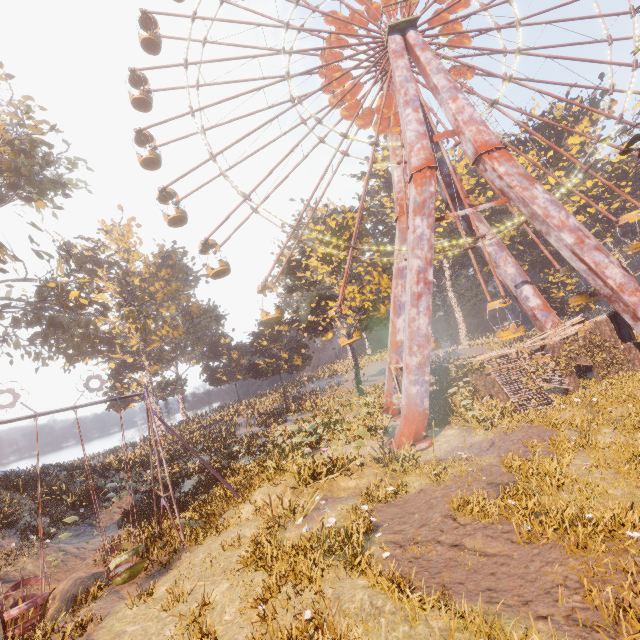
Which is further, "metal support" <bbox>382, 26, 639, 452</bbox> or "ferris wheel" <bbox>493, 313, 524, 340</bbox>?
"ferris wheel" <bbox>493, 313, 524, 340</bbox>

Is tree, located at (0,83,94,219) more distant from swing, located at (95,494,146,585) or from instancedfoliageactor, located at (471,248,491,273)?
instancedfoliageactor, located at (471,248,491,273)

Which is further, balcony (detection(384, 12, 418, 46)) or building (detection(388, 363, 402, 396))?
balcony (detection(384, 12, 418, 46))

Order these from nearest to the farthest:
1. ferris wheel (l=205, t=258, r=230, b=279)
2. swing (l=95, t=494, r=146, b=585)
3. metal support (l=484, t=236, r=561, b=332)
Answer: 1. swing (l=95, t=494, r=146, b=585)
2. ferris wheel (l=205, t=258, r=230, b=279)
3. metal support (l=484, t=236, r=561, b=332)

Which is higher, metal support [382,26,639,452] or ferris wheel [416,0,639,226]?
ferris wheel [416,0,639,226]

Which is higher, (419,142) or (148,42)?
(148,42)

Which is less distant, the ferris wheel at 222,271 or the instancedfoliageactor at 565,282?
the ferris wheel at 222,271

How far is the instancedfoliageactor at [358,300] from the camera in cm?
2959
